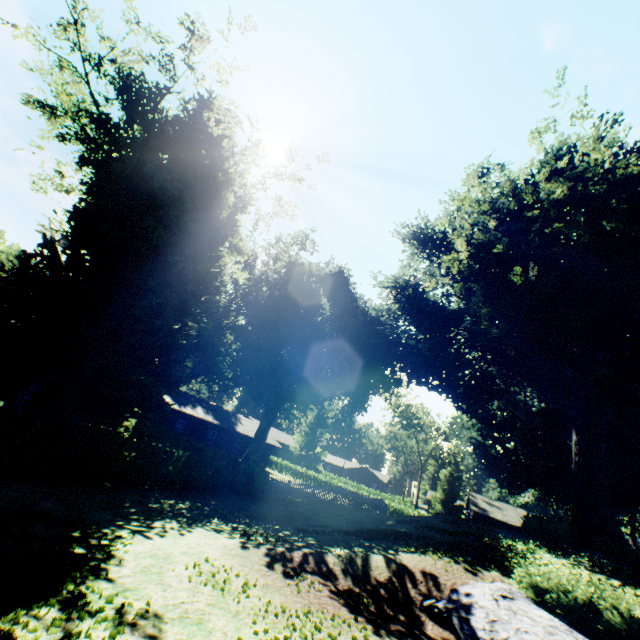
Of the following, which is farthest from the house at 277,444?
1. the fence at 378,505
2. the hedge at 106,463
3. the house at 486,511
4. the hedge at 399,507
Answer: the house at 486,511

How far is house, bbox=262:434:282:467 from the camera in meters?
47.7 m

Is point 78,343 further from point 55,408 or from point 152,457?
point 152,457

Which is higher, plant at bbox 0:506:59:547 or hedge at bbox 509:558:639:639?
hedge at bbox 509:558:639:639

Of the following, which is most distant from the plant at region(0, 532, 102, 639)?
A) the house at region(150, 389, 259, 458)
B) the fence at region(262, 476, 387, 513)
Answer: the house at region(150, 389, 259, 458)

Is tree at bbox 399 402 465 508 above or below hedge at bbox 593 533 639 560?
above

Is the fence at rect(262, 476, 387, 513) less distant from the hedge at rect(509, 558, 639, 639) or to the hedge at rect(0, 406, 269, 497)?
the hedge at rect(0, 406, 269, 497)

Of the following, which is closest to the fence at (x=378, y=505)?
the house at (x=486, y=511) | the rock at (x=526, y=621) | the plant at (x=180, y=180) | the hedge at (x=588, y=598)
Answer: the plant at (x=180, y=180)
